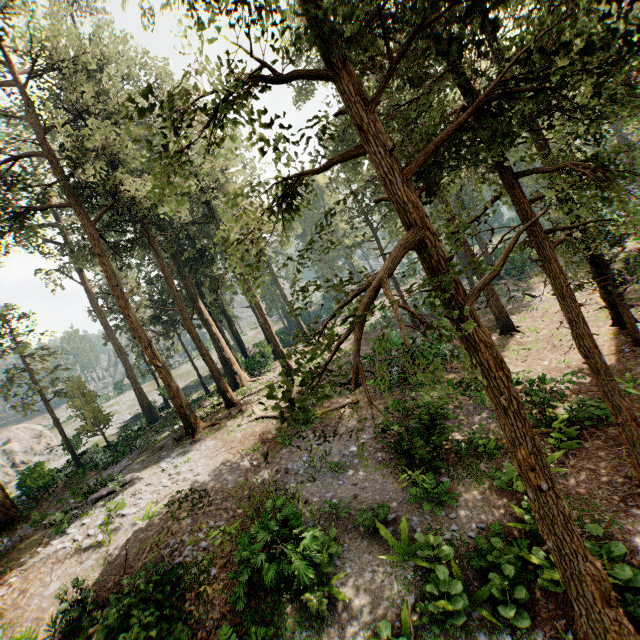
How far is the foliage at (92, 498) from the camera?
13.83m

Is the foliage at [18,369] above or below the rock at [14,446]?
above

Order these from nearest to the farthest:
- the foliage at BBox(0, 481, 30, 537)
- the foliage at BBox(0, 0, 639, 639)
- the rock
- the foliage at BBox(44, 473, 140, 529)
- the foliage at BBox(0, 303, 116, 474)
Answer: the foliage at BBox(0, 0, 639, 639), the foliage at BBox(44, 473, 140, 529), the foliage at BBox(0, 481, 30, 537), the foliage at BBox(0, 303, 116, 474), the rock

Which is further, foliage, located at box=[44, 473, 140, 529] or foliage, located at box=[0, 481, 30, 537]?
foliage, located at box=[0, 481, 30, 537]

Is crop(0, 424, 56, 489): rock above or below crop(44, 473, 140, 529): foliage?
above

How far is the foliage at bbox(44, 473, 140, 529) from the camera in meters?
13.8 m

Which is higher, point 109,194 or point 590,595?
point 109,194
